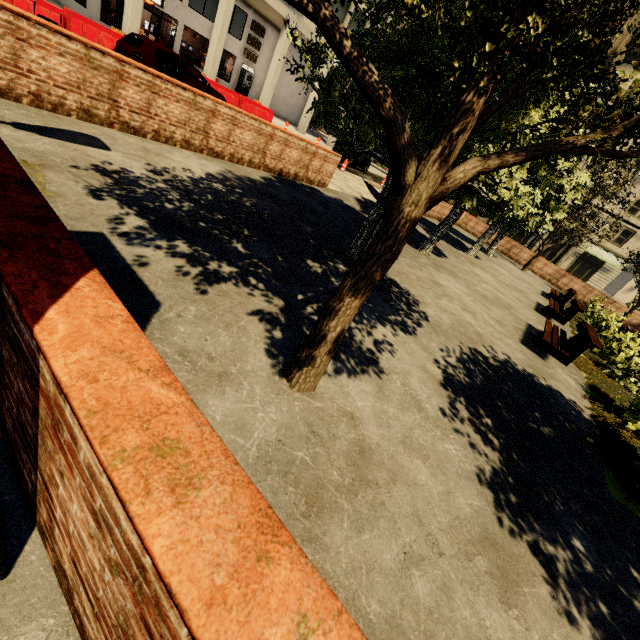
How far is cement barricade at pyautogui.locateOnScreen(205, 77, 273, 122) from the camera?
17.4m

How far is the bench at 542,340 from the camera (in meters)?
6.96

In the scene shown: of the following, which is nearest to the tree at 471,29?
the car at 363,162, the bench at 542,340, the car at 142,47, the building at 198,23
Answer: the bench at 542,340

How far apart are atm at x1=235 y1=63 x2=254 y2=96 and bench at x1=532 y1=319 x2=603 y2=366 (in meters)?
29.11

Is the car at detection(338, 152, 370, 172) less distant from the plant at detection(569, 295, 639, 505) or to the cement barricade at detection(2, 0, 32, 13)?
the cement barricade at detection(2, 0, 32, 13)

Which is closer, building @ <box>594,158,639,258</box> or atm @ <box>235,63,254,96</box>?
atm @ <box>235,63,254,96</box>

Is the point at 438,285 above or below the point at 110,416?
below
